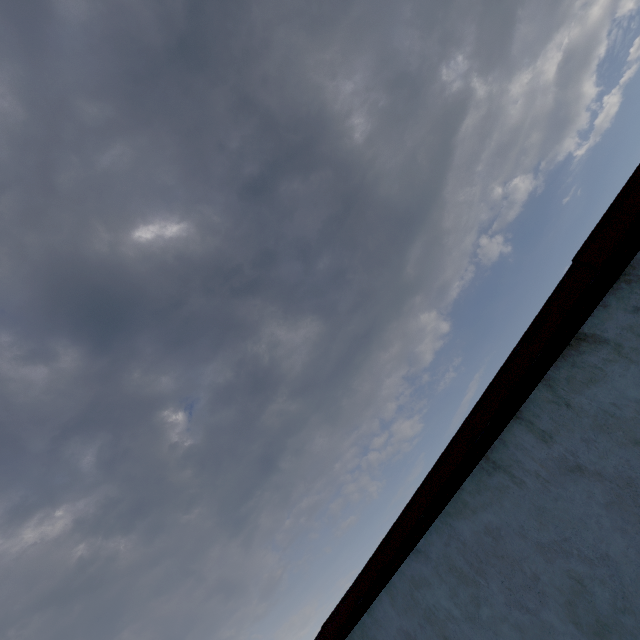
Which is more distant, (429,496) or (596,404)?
(429,496)
